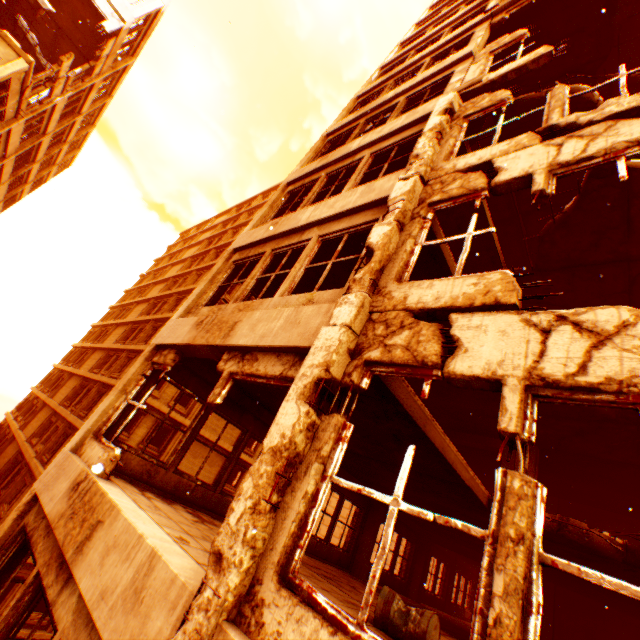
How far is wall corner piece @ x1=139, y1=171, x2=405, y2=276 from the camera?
5.46m

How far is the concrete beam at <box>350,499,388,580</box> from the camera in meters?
10.9 m

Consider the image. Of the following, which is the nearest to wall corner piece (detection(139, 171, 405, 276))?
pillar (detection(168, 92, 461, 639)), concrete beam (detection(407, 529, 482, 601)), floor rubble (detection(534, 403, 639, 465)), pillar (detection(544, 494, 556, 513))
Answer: pillar (detection(168, 92, 461, 639))

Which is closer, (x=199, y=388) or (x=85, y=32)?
(x=199, y=388)

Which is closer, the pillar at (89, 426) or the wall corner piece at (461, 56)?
the pillar at (89, 426)

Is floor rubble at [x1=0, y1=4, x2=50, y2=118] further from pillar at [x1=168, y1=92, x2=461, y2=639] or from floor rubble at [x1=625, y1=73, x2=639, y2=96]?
floor rubble at [x1=625, y1=73, x2=639, y2=96]

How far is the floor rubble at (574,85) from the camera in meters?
7.8

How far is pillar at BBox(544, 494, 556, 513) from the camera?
12.9 meters
